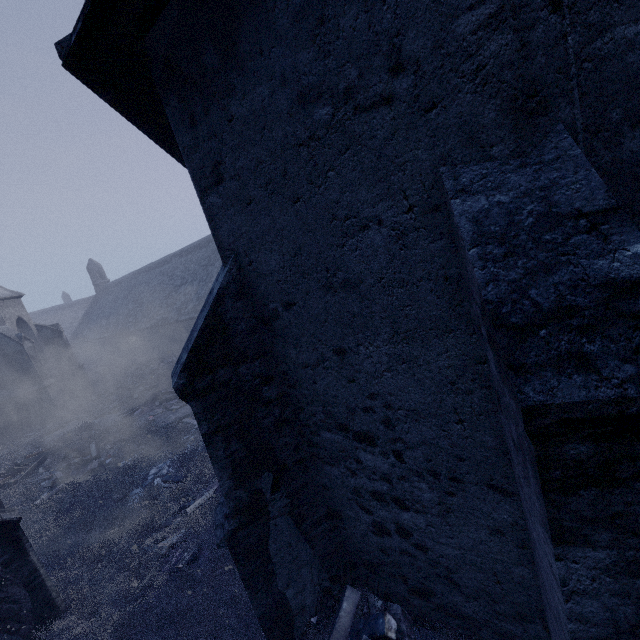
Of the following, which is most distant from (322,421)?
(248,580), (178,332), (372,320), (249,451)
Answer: (178,332)

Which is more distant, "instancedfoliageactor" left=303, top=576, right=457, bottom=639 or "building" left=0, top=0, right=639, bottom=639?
"instancedfoliageactor" left=303, top=576, right=457, bottom=639

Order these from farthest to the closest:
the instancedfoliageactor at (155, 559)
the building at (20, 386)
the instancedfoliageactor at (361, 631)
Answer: the instancedfoliageactor at (155, 559) < the instancedfoliageactor at (361, 631) < the building at (20, 386)

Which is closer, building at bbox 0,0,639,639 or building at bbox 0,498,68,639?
building at bbox 0,0,639,639

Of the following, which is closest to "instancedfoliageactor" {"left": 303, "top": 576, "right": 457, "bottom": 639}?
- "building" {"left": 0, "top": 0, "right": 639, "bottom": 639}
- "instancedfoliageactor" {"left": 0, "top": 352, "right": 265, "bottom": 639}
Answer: "building" {"left": 0, "top": 0, "right": 639, "bottom": 639}

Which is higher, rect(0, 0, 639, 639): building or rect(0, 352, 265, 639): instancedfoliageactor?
rect(0, 0, 639, 639): building

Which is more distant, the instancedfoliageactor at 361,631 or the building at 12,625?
the building at 12,625
